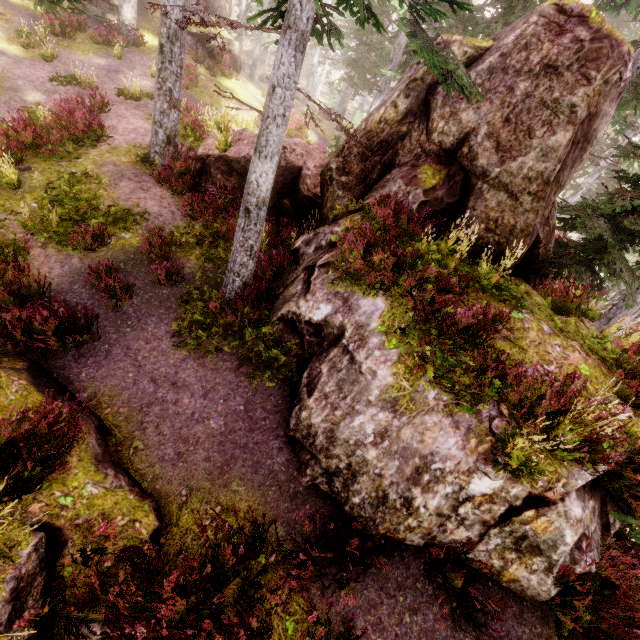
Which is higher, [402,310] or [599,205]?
[599,205]

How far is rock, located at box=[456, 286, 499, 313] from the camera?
6.1m

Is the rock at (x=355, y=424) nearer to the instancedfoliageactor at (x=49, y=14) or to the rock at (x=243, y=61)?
the instancedfoliageactor at (x=49, y=14)

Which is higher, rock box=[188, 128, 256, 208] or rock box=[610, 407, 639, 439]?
rock box=[610, 407, 639, 439]

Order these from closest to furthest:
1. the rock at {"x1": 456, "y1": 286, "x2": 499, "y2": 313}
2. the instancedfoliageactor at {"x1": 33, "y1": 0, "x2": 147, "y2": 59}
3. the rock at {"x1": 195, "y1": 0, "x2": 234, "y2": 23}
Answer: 1. the rock at {"x1": 456, "y1": 286, "x2": 499, "y2": 313}
2. the instancedfoliageactor at {"x1": 33, "y1": 0, "x2": 147, "y2": 59}
3. the rock at {"x1": 195, "y1": 0, "x2": 234, "y2": 23}

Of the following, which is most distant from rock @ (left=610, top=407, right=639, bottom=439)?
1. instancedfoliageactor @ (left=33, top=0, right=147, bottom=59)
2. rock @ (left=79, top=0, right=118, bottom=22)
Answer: rock @ (left=79, top=0, right=118, bottom=22)

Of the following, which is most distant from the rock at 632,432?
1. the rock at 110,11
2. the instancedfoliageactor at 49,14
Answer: the rock at 110,11

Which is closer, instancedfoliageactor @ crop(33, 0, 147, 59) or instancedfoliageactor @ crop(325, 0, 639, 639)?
instancedfoliageactor @ crop(325, 0, 639, 639)
